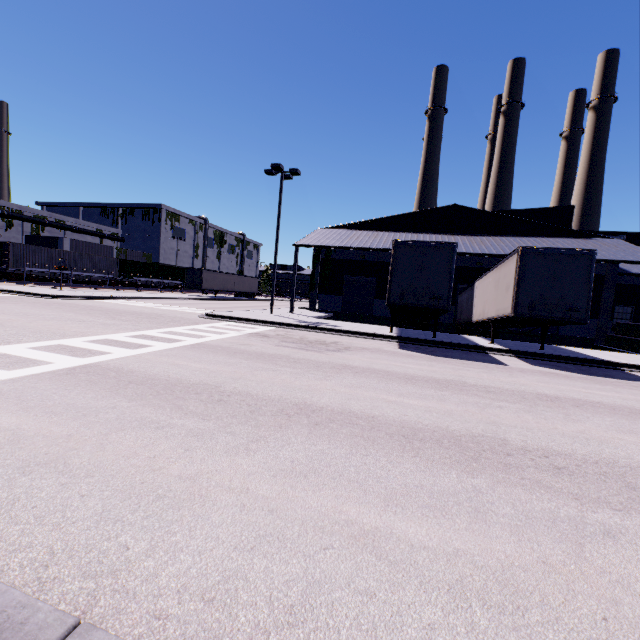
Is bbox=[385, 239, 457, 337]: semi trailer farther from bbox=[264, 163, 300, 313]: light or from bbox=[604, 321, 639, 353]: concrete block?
bbox=[264, 163, 300, 313]: light

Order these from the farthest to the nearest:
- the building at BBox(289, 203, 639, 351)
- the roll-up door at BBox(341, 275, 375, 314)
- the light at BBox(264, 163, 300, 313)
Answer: the roll-up door at BBox(341, 275, 375, 314), the building at BBox(289, 203, 639, 351), the light at BBox(264, 163, 300, 313)

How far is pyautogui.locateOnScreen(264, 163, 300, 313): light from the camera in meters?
21.2

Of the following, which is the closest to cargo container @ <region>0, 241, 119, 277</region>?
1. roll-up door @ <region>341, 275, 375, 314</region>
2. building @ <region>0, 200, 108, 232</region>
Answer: building @ <region>0, 200, 108, 232</region>

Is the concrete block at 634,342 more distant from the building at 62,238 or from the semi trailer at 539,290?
the semi trailer at 539,290

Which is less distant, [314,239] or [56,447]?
[56,447]

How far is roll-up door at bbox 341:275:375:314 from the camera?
30.0 meters

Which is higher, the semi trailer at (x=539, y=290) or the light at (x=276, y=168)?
the light at (x=276, y=168)
